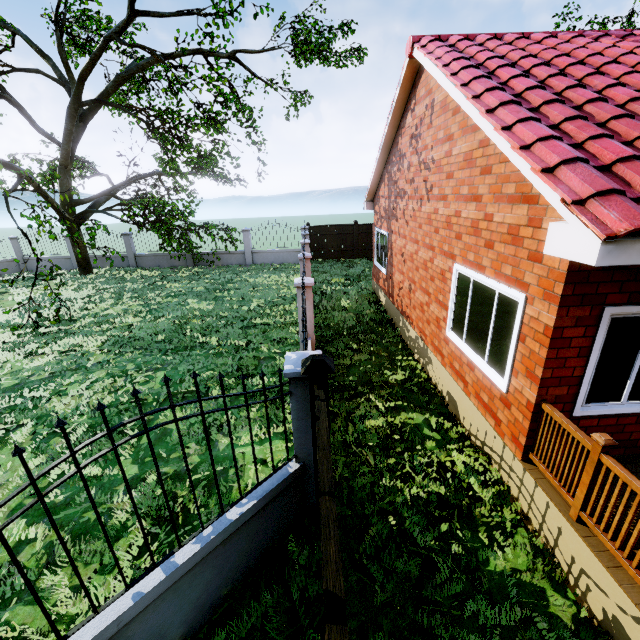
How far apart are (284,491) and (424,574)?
1.83m

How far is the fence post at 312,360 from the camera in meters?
3.2

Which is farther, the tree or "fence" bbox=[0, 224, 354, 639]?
the tree

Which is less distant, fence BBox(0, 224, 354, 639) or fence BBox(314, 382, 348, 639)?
fence BBox(314, 382, 348, 639)

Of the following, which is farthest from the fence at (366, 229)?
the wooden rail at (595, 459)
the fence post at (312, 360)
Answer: the wooden rail at (595, 459)

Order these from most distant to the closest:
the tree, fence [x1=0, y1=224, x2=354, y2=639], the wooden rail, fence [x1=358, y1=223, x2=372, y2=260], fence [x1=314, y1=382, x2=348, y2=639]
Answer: fence [x1=358, y1=223, x2=372, y2=260], the tree, the wooden rail, fence [x1=0, y1=224, x2=354, y2=639], fence [x1=314, y1=382, x2=348, y2=639]

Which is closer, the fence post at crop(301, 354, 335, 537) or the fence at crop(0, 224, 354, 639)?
the fence at crop(0, 224, 354, 639)

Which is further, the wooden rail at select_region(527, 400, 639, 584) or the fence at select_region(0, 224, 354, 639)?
the wooden rail at select_region(527, 400, 639, 584)
